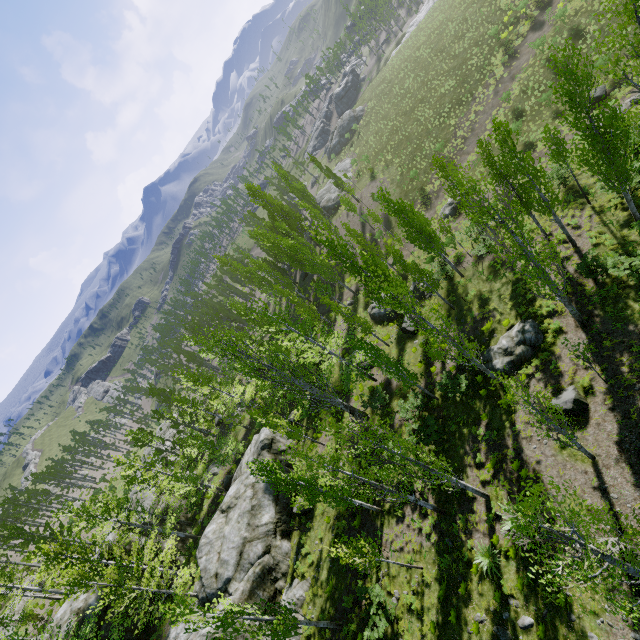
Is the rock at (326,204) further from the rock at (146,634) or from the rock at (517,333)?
the rock at (517,333)

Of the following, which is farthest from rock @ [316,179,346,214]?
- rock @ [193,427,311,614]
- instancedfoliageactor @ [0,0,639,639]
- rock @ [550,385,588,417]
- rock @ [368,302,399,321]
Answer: rock @ [550,385,588,417]

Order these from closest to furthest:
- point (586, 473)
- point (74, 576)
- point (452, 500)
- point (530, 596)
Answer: point (530, 596)
point (586, 473)
point (452, 500)
point (74, 576)

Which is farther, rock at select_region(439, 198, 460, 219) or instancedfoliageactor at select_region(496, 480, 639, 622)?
rock at select_region(439, 198, 460, 219)

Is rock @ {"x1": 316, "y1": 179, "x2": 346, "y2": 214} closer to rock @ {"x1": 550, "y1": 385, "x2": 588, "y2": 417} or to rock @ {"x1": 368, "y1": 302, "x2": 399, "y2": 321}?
rock @ {"x1": 368, "y1": 302, "x2": 399, "y2": 321}

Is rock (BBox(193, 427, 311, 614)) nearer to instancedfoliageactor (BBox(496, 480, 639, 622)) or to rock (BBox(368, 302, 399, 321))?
instancedfoliageactor (BBox(496, 480, 639, 622))

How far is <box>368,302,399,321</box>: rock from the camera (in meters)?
30.72

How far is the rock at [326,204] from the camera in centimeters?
5056cm
